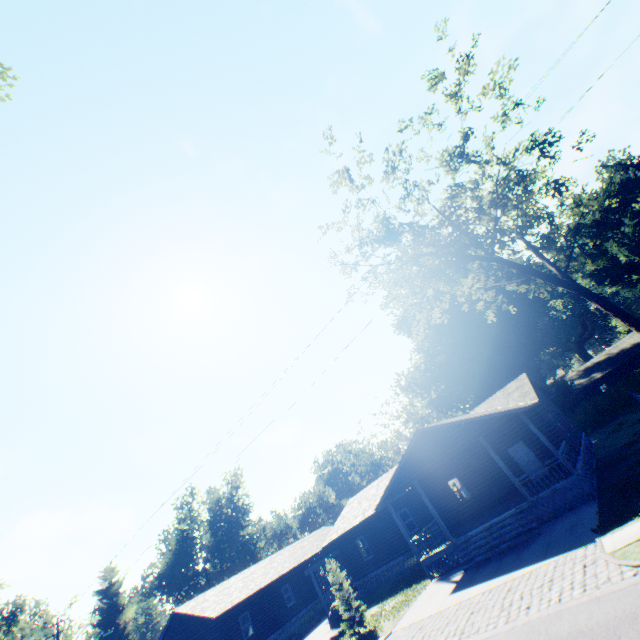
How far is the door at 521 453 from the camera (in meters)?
20.19

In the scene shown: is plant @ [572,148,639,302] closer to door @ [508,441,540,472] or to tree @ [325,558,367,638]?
door @ [508,441,540,472]

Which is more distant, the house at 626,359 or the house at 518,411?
the house at 626,359

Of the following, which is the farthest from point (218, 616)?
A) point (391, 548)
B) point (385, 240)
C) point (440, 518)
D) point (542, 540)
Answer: point (385, 240)

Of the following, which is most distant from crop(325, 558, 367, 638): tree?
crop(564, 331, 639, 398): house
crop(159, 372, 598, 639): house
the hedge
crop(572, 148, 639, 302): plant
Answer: crop(564, 331, 639, 398): house

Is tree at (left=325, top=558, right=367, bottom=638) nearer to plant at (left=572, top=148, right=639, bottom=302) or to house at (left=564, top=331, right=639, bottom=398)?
plant at (left=572, top=148, right=639, bottom=302)

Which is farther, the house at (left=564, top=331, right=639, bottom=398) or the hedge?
the house at (left=564, top=331, right=639, bottom=398)

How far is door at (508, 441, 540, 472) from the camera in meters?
20.2
